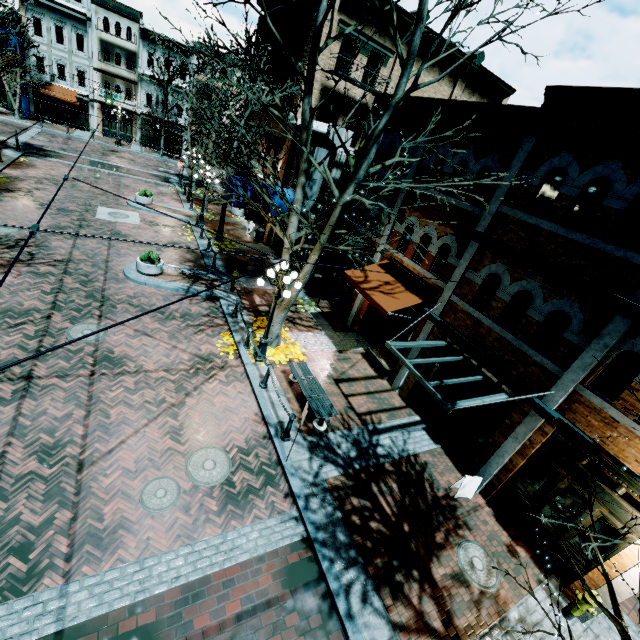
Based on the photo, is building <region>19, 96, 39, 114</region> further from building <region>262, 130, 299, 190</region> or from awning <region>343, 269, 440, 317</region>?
awning <region>343, 269, 440, 317</region>

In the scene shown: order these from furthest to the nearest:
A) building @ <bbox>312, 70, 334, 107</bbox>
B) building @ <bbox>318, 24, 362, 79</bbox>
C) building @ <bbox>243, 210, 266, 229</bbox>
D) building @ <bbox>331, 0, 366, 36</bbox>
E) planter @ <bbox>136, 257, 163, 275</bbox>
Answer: building @ <bbox>243, 210, 266, 229</bbox>
building @ <bbox>312, 70, 334, 107</bbox>
building @ <bbox>318, 24, 362, 79</bbox>
building @ <bbox>331, 0, 366, 36</bbox>
planter @ <bbox>136, 257, 163, 275</bbox>

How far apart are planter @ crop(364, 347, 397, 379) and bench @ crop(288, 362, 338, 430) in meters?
3.2 m

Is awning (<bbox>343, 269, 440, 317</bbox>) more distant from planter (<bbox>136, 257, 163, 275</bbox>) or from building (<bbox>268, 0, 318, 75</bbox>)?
planter (<bbox>136, 257, 163, 275</bbox>)

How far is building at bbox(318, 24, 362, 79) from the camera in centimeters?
1653cm

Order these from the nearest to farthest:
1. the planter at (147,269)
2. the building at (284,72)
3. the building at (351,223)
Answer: the planter at (147,269)
the building at (351,223)
the building at (284,72)

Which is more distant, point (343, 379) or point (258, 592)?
point (343, 379)

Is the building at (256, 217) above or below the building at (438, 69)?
below
